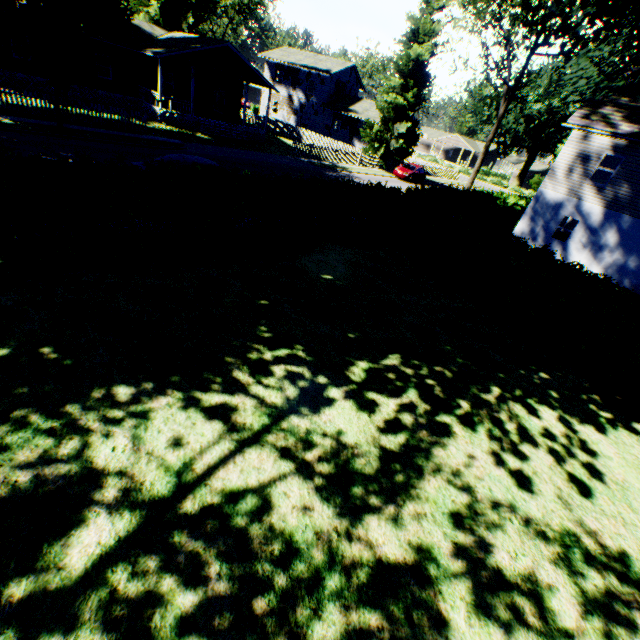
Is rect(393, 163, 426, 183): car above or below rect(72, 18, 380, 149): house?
below

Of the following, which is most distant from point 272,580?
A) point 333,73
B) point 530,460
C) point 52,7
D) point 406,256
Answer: point 333,73

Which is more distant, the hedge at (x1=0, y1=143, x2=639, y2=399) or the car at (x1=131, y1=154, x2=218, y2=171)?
the car at (x1=131, y1=154, x2=218, y2=171)

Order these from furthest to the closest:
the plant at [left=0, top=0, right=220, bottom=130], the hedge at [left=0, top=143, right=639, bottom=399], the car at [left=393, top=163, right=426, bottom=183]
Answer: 1. the car at [left=393, top=163, right=426, bottom=183]
2. the plant at [left=0, top=0, right=220, bottom=130]
3. the hedge at [left=0, top=143, right=639, bottom=399]

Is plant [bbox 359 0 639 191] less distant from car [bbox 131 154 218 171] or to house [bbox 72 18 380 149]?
house [bbox 72 18 380 149]

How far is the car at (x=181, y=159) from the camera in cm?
1103

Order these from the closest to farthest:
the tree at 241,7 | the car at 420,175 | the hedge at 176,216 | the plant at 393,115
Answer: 1. the hedge at 176,216
2. the plant at 393,115
3. the car at 420,175
4. the tree at 241,7

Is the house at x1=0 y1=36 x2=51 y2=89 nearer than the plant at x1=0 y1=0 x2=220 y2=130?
No
